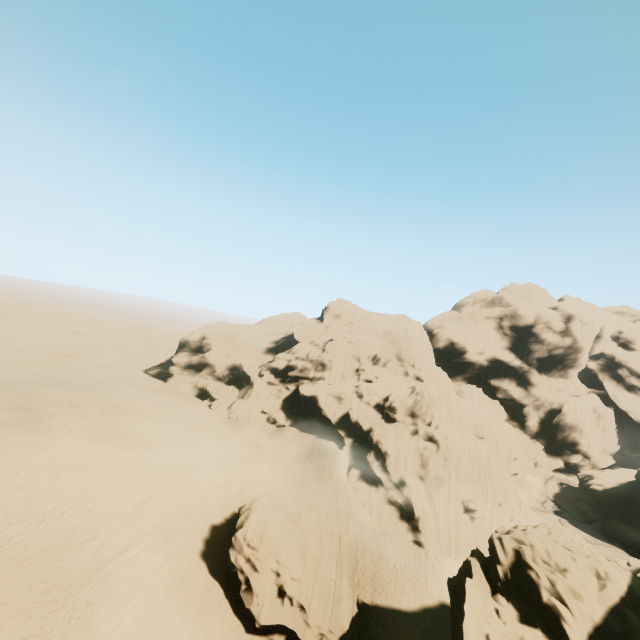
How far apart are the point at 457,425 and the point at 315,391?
23.1m

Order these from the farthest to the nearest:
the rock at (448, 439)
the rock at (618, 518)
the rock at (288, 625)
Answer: the rock at (618, 518) → the rock at (288, 625) → the rock at (448, 439)

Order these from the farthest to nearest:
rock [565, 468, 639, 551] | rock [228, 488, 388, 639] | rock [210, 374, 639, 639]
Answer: rock [565, 468, 639, 551] < rock [228, 488, 388, 639] < rock [210, 374, 639, 639]

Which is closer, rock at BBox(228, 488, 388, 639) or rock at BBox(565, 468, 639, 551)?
rock at BBox(228, 488, 388, 639)

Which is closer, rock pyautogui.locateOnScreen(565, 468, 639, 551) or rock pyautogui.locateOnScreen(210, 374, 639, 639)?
rock pyautogui.locateOnScreen(210, 374, 639, 639)

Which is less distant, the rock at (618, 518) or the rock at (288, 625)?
the rock at (288, 625)
